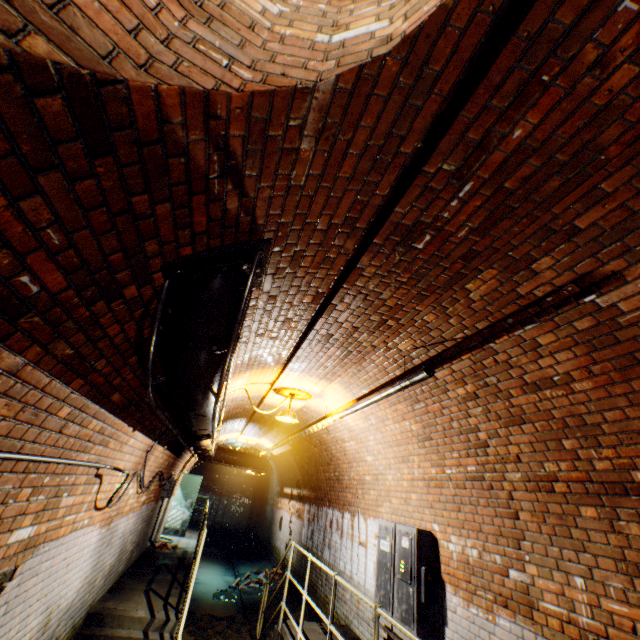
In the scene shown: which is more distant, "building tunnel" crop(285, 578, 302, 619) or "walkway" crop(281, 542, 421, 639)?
"building tunnel" crop(285, 578, 302, 619)

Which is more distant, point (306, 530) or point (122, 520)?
point (306, 530)

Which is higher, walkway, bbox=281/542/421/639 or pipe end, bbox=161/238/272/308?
pipe end, bbox=161/238/272/308

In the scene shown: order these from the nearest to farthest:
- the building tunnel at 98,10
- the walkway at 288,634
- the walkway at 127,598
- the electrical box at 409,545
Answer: the building tunnel at 98,10 → the walkway at 288,634 → the electrical box at 409,545 → the walkway at 127,598

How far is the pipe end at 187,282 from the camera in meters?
2.0 m

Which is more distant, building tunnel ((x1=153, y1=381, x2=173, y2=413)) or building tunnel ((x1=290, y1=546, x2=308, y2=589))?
building tunnel ((x1=290, y1=546, x2=308, y2=589))

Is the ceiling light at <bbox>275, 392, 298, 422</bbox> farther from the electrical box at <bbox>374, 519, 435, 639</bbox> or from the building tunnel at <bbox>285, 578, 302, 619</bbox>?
the electrical box at <bbox>374, 519, 435, 639</bbox>

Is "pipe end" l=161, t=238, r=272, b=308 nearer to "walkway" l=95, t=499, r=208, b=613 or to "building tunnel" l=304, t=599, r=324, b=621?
"building tunnel" l=304, t=599, r=324, b=621
